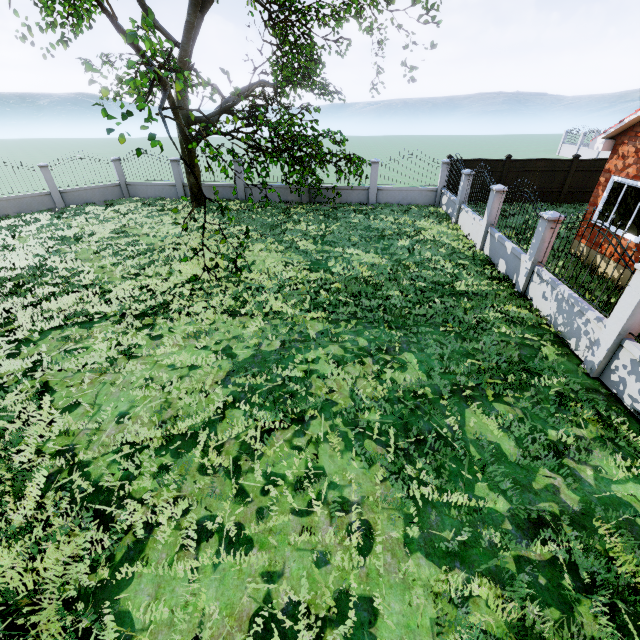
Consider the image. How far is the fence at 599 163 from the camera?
16.4 meters

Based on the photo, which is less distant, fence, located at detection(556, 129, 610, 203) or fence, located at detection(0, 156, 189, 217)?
fence, located at detection(556, 129, 610, 203)

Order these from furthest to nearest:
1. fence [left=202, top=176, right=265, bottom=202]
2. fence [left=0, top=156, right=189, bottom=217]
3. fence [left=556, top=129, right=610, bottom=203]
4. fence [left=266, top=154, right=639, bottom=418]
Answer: fence [left=202, top=176, right=265, bottom=202] < fence [left=0, top=156, right=189, bottom=217] < fence [left=556, top=129, right=610, bottom=203] < fence [left=266, top=154, right=639, bottom=418]

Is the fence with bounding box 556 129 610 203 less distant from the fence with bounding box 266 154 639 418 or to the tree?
the fence with bounding box 266 154 639 418

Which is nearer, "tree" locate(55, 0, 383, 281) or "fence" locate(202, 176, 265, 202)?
"tree" locate(55, 0, 383, 281)

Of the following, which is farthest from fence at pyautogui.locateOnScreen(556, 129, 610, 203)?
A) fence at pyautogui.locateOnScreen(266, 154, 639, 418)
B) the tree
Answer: the tree

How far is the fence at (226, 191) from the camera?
18.6m

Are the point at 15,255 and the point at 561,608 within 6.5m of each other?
no
